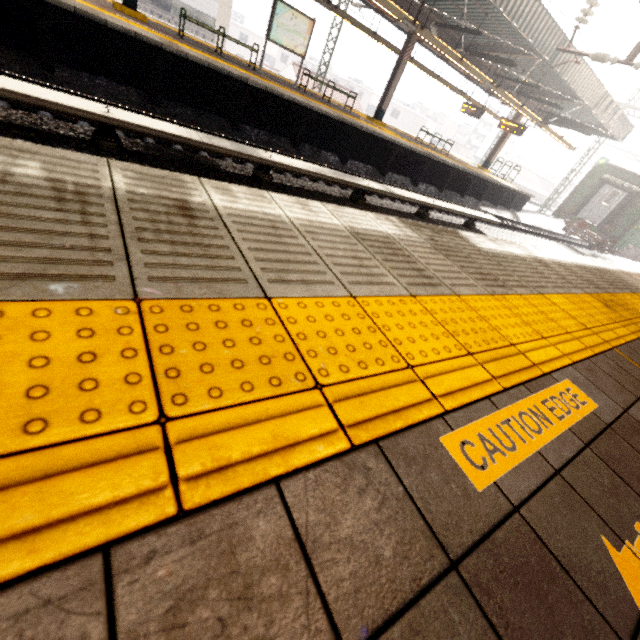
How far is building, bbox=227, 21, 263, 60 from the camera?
53.5m

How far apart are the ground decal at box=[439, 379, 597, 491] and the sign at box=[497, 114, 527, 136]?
20.0m

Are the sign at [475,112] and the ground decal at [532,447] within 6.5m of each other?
no

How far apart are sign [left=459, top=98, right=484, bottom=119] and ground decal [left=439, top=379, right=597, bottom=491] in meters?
21.7 m

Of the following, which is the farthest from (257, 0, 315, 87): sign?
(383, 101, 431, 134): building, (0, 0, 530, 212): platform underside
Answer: (383, 101, 431, 134): building

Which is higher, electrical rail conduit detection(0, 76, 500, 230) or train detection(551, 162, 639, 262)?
train detection(551, 162, 639, 262)

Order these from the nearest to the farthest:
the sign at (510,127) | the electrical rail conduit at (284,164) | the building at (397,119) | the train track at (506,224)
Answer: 1. the electrical rail conduit at (284,164)
2. the train track at (506,224)
3. the sign at (510,127)
4. the building at (397,119)

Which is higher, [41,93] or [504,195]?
[504,195]
